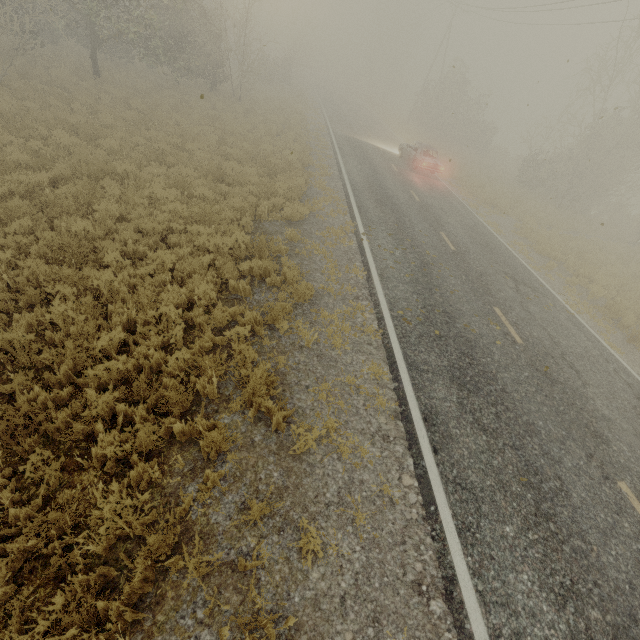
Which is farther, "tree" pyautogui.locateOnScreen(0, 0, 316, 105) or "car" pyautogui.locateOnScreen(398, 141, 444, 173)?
"car" pyautogui.locateOnScreen(398, 141, 444, 173)

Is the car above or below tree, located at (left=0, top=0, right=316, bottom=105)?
below

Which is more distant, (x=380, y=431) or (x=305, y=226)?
(x=305, y=226)

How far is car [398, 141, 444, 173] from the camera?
20.2m

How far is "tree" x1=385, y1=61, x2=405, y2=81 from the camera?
57.9 meters

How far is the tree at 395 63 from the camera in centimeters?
5791cm

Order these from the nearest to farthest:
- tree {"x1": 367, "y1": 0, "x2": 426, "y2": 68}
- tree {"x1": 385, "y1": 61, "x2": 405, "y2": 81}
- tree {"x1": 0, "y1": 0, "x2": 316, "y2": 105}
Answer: tree {"x1": 0, "y1": 0, "x2": 316, "y2": 105} < tree {"x1": 367, "y1": 0, "x2": 426, "y2": 68} < tree {"x1": 385, "y1": 61, "x2": 405, "y2": 81}

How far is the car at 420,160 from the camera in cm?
2025
